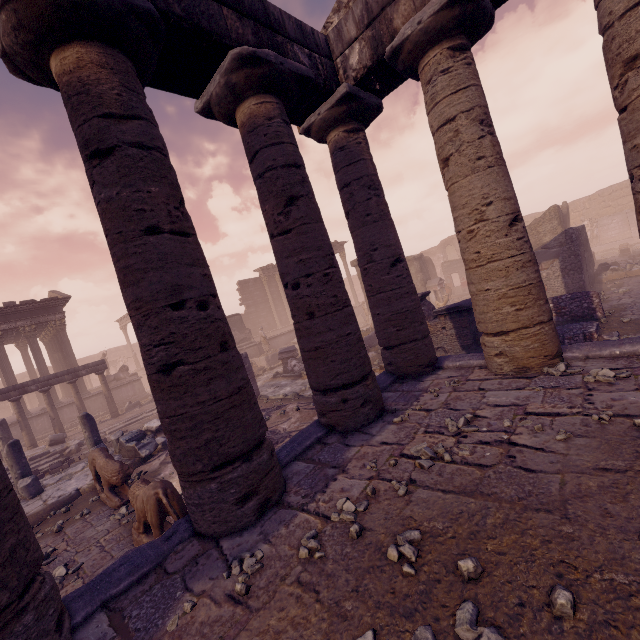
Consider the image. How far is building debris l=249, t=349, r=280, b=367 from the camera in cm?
2056

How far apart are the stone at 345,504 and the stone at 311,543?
0.19m

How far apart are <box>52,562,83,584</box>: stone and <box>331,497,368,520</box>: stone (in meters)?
4.71

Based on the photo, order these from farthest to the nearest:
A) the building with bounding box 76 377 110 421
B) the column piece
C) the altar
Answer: the altar → the building with bounding box 76 377 110 421 → the column piece

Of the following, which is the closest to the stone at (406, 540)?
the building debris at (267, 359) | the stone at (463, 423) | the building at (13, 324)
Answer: the stone at (463, 423)

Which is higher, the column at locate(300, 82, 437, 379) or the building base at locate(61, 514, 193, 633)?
the column at locate(300, 82, 437, 379)

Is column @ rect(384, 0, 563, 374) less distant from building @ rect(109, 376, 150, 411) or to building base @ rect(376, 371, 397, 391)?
building base @ rect(376, 371, 397, 391)

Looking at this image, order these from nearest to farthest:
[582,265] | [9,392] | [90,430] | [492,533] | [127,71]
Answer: [492,533] < [127,71] < [90,430] < [582,265] < [9,392]
